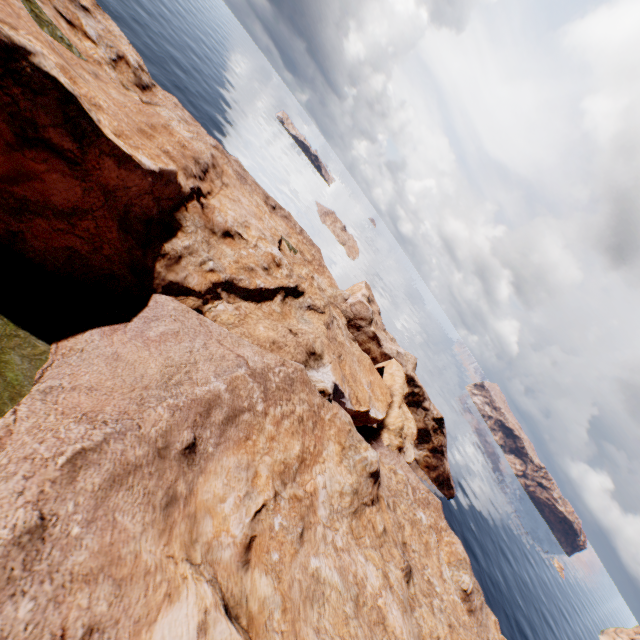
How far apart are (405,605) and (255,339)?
24.06m
